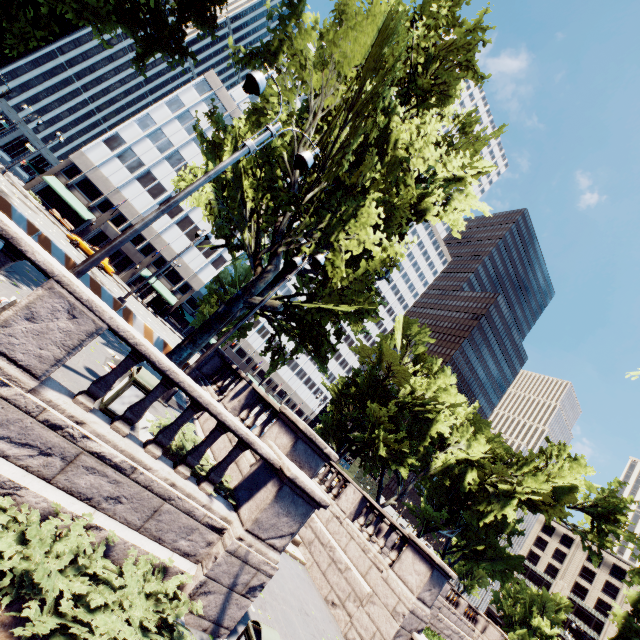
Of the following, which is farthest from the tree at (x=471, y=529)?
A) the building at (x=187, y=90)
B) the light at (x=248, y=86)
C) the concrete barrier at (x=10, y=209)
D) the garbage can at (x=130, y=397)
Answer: the garbage can at (x=130, y=397)

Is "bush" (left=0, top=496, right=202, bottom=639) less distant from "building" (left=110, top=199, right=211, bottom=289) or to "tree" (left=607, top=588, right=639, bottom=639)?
"tree" (left=607, top=588, right=639, bottom=639)

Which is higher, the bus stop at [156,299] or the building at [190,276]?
the building at [190,276]

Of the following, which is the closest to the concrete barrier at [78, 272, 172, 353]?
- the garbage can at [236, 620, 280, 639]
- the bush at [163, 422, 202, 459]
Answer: the bush at [163, 422, 202, 459]

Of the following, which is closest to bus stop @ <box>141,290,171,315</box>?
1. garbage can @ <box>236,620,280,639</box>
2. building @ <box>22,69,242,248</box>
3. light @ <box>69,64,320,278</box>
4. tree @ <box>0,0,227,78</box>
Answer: building @ <box>22,69,242,248</box>

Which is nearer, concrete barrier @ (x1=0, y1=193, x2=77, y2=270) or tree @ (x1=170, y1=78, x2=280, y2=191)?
tree @ (x1=170, y1=78, x2=280, y2=191)

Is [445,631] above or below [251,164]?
below

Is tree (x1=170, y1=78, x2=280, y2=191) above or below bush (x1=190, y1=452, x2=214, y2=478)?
above
